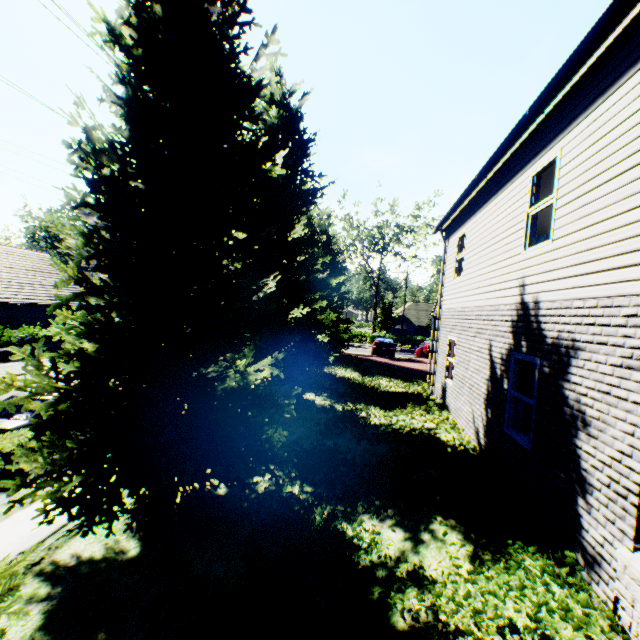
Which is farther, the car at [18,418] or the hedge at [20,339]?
the hedge at [20,339]

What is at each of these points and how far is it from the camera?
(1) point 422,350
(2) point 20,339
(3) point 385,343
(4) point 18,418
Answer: (1) car, 26.1 meters
(2) hedge, 20.1 meters
(3) car, 26.1 meters
(4) car, 8.1 meters

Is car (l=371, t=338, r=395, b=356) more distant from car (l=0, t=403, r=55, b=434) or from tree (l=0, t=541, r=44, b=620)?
car (l=0, t=403, r=55, b=434)

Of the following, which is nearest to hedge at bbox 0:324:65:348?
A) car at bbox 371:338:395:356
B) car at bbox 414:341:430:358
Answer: car at bbox 371:338:395:356

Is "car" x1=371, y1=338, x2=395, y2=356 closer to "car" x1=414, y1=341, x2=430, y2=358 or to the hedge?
"car" x1=414, y1=341, x2=430, y2=358

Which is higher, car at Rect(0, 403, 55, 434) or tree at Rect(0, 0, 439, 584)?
tree at Rect(0, 0, 439, 584)

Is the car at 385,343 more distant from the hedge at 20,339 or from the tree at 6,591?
the hedge at 20,339

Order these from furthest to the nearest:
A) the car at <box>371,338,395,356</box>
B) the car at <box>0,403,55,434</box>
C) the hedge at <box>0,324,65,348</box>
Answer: the car at <box>371,338,395,356</box>, the hedge at <box>0,324,65,348</box>, the car at <box>0,403,55,434</box>
